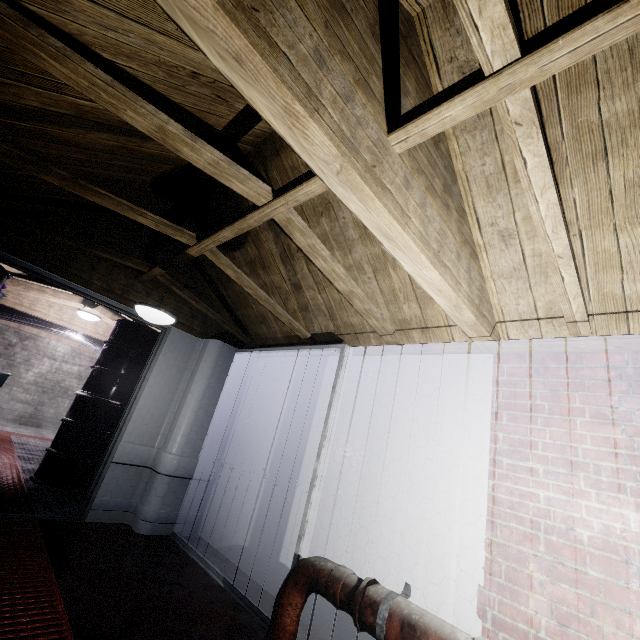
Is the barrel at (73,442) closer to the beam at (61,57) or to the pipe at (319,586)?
the beam at (61,57)

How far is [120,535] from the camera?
2.9 meters

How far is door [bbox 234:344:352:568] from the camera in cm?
221

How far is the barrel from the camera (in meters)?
3.75

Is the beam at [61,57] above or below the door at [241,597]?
above

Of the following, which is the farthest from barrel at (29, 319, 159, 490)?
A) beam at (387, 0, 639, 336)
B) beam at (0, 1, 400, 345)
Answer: beam at (387, 0, 639, 336)

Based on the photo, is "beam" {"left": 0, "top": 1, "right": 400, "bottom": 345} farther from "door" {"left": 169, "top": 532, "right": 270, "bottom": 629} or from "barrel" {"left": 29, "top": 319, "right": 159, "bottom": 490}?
"barrel" {"left": 29, "top": 319, "right": 159, "bottom": 490}

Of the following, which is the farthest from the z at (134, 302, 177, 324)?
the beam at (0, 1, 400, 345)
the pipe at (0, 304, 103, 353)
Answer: the pipe at (0, 304, 103, 353)
